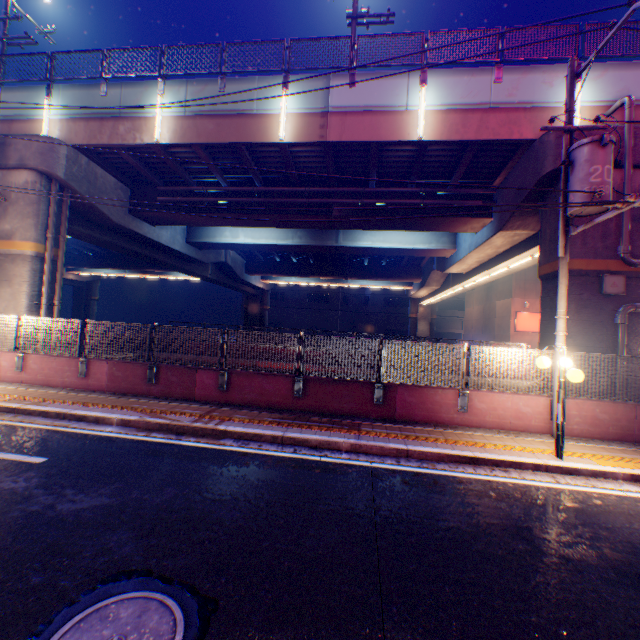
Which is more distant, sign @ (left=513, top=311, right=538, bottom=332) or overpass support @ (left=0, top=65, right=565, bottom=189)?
sign @ (left=513, top=311, right=538, bottom=332)

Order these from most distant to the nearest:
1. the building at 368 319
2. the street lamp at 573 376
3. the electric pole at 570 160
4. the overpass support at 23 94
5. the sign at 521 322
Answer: the building at 368 319, the sign at 521 322, the overpass support at 23 94, the electric pole at 570 160, the street lamp at 573 376

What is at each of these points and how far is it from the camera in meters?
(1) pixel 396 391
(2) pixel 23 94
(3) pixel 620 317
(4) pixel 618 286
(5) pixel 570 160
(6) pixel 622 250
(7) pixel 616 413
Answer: (1) concrete block, 9.0 m
(2) overpass support, 13.5 m
(3) pipe, 9.4 m
(4) electric box, 9.6 m
(5) electric pole, 7.7 m
(6) pipe, 9.5 m
(7) concrete block, 8.3 m

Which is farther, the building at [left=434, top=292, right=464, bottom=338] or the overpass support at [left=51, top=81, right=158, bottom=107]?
the building at [left=434, top=292, right=464, bottom=338]

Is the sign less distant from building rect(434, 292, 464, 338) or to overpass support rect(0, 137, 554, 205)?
overpass support rect(0, 137, 554, 205)

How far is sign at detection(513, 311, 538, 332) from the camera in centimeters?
2583cm

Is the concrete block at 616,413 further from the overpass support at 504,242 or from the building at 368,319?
the building at 368,319

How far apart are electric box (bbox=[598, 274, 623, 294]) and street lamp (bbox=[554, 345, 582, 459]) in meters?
4.1
